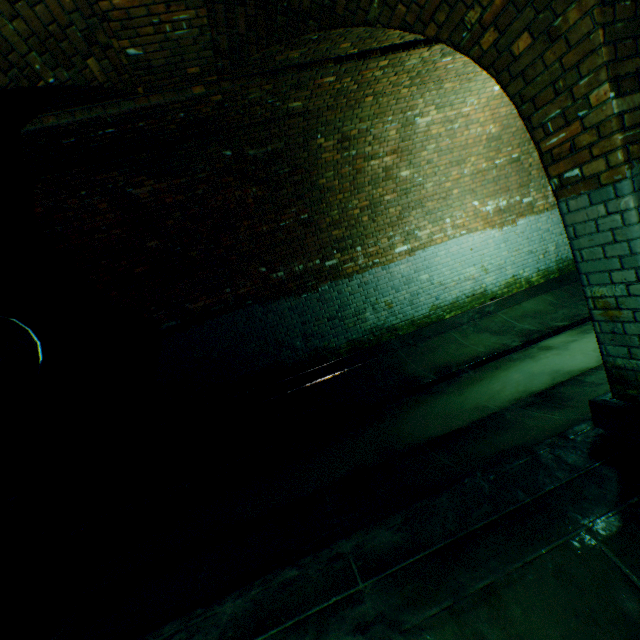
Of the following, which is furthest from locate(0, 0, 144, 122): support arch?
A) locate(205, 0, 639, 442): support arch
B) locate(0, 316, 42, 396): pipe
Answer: locate(205, 0, 639, 442): support arch

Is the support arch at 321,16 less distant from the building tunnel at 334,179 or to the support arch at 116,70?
the building tunnel at 334,179

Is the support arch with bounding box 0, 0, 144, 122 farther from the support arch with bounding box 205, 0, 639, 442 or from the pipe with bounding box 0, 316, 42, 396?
the support arch with bounding box 205, 0, 639, 442

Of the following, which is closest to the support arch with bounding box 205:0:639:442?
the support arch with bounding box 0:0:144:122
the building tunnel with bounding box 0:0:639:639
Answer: the building tunnel with bounding box 0:0:639:639

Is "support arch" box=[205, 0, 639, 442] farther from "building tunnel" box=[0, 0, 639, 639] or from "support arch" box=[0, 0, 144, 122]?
"support arch" box=[0, 0, 144, 122]

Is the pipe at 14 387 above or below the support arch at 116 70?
below

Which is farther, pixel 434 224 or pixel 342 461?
pixel 434 224

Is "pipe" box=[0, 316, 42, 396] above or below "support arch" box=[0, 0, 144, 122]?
below
